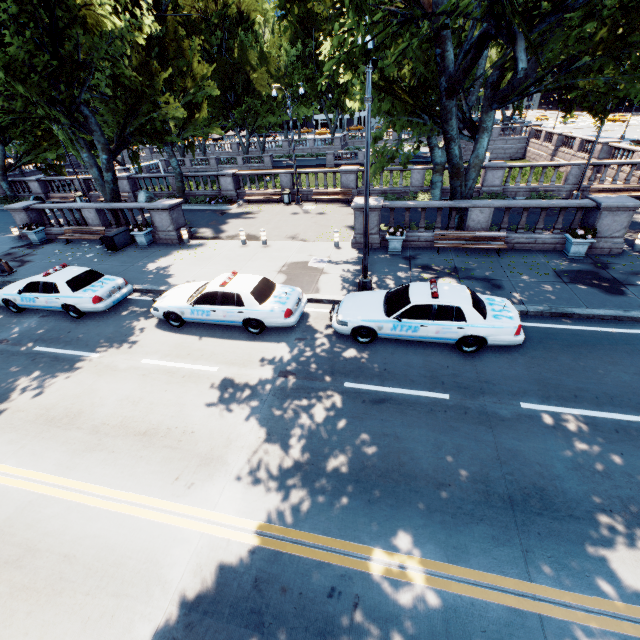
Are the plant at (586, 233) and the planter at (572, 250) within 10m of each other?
yes

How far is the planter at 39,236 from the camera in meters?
19.2 m

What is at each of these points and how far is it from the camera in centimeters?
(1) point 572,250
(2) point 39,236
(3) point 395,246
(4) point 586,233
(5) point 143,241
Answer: (1) planter, 1330cm
(2) planter, 1956cm
(3) planter, 1486cm
(4) plant, 1274cm
(5) planter, 1784cm

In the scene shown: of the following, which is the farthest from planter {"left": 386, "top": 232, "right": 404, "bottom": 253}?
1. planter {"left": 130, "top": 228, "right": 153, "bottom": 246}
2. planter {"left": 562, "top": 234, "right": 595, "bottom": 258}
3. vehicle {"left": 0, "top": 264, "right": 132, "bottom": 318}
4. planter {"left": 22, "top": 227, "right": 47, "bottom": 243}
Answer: planter {"left": 22, "top": 227, "right": 47, "bottom": 243}

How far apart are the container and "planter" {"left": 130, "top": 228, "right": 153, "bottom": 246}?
0.7m

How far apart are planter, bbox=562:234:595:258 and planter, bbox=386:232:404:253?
6.6m

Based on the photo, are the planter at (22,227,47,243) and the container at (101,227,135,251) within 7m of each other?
yes

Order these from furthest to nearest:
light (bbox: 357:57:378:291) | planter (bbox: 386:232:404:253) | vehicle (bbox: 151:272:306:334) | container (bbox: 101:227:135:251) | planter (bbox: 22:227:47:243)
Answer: planter (bbox: 22:227:47:243) → container (bbox: 101:227:135:251) → planter (bbox: 386:232:404:253) → vehicle (bbox: 151:272:306:334) → light (bbox: 357:57:378:291)
